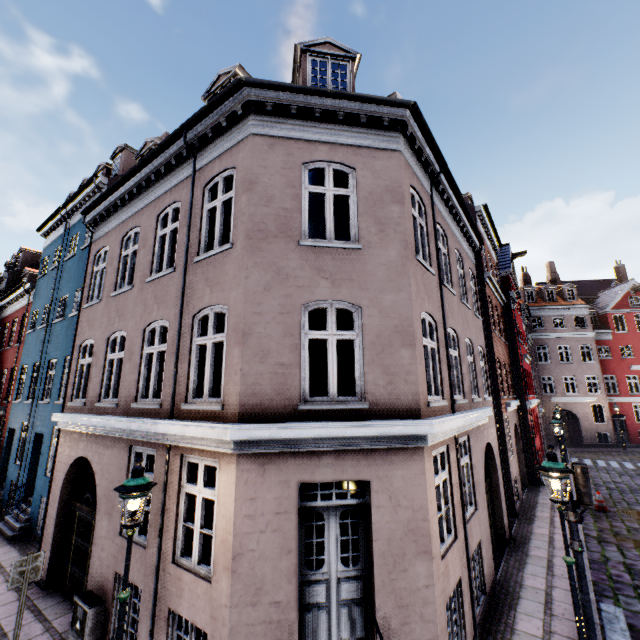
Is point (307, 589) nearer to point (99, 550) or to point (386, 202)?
point (99, 550)

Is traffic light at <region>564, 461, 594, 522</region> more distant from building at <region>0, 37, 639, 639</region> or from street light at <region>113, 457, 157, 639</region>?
street light at <region>113, 457, 157, 639</region>

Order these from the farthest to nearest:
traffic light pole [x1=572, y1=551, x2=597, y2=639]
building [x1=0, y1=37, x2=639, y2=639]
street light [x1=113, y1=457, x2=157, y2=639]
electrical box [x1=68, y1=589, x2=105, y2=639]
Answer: electrical box [x1=68, y1=589, x2=105, y2=639] → traffic light pole [x1=572, y1=551, x2=597, y2=639] → building [x1=0, y1=37, x2=639, y2=639] → street light [x1=113, y1=457, x2=157, y2=639]

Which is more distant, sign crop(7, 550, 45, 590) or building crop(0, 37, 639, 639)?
sign crop(7, 550, 45, 590)

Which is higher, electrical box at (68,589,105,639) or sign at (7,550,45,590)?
sign at (7,550,45,590)

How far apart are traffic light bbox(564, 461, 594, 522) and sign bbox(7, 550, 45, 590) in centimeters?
1023cm

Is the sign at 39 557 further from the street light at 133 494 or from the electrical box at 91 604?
the street light at 133 494

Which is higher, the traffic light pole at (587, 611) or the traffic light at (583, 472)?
the traffic light at (583, 472)
